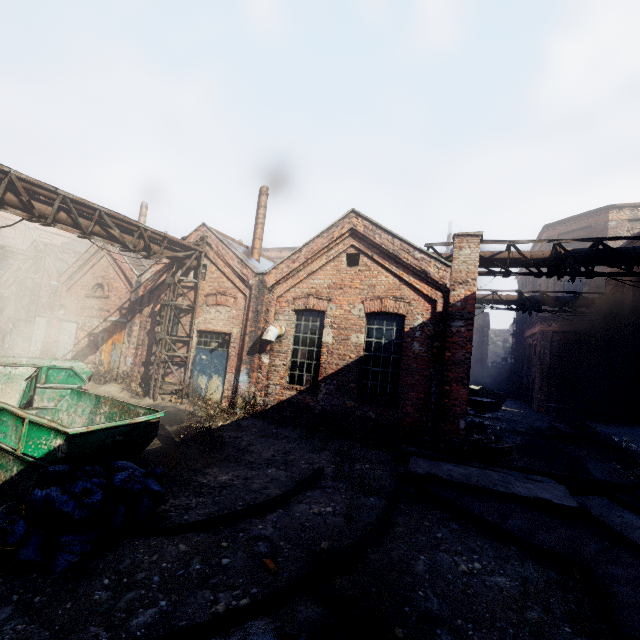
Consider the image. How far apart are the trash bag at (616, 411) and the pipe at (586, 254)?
7.06m

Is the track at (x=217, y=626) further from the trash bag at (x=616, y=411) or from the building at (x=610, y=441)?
the trash bag at (x=616, y=411)

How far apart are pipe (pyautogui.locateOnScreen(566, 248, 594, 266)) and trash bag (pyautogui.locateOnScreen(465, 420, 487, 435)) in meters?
7.0

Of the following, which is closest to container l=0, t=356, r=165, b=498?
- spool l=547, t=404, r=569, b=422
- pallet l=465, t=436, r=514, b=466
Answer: pallet l=465, t=436, r=514, b=466

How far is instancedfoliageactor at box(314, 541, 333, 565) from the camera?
4.48m

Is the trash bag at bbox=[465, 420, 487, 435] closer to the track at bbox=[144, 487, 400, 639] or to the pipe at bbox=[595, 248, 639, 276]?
the pipe at bbox=[595, 248, 639, 276]

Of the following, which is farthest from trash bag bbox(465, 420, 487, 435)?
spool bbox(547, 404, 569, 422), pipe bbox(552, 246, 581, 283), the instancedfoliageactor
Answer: the instancedfoliageactor

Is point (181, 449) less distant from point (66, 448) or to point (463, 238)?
point (66, 448)
